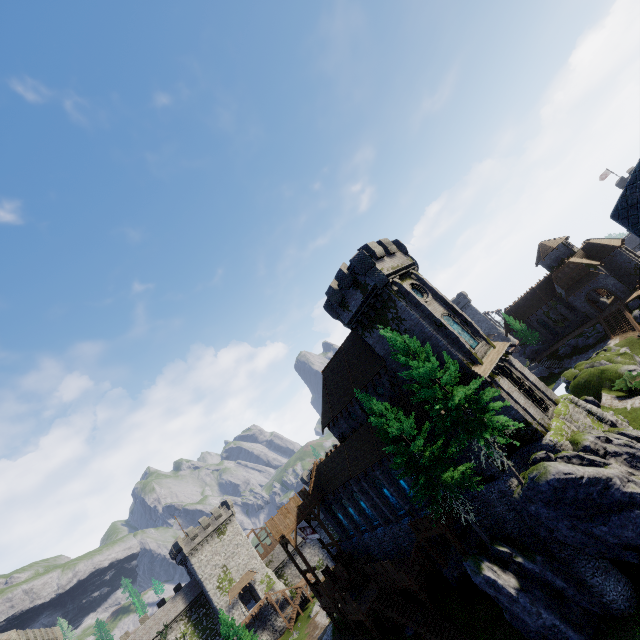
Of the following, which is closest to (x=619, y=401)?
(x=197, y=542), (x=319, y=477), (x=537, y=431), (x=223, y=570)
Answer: (x=537, y=431)

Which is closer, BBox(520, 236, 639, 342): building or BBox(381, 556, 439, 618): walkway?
BBox(381, 556, 439, 618): walkway

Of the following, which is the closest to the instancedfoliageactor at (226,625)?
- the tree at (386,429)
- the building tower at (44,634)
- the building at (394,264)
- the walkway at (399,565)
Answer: the building tower at (44,634)

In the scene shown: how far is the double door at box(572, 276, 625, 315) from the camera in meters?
47.6 m

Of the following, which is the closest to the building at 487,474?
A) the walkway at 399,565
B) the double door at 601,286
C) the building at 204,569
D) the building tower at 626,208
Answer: the walkway at 399,565

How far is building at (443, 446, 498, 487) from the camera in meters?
23.7 m

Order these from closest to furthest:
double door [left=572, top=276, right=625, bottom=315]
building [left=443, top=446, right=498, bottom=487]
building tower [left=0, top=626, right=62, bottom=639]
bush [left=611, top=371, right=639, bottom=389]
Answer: building [left=443, top=446, right=498, bottom=487] < building tower [left=0, top=626, right=62, bottom=639] < bush [left=611, top=371, right=639, bottom=389] < double door [left=572, top=276, right=625, bottom=315]

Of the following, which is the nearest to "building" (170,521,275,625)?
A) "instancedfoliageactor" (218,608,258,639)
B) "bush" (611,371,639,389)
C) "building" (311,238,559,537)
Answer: "instancedfoliageactor" (218,608,258,639)
